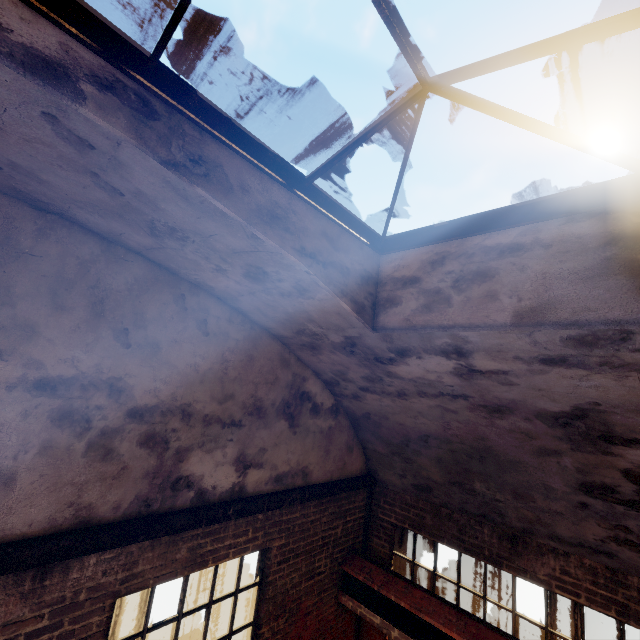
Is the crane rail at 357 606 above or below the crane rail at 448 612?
below

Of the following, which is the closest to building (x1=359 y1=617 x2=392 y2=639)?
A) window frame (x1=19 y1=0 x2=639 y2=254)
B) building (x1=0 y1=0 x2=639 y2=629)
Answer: building (x1=0 y1=0 x2=639 y2=629)

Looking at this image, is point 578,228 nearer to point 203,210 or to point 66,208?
point 203,210

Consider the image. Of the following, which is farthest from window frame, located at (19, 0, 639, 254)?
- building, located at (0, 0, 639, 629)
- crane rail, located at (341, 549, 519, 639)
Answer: crane rail, located at (341, 549, 519, 639)

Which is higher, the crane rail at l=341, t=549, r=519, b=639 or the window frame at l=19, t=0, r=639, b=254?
the window frame at l=19, t=0, r=639, b=254

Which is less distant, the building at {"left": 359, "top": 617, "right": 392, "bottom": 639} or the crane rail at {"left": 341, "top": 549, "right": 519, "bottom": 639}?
the crane rail at {"left": 341, "top": 549, "right": 519, "bottom": 639}

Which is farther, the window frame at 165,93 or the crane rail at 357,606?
the crane rail at 357,606

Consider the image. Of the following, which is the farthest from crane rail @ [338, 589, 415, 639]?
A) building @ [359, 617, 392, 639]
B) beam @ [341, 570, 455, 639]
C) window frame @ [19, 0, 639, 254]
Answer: window frame @ [19, 0, 639, 254]
